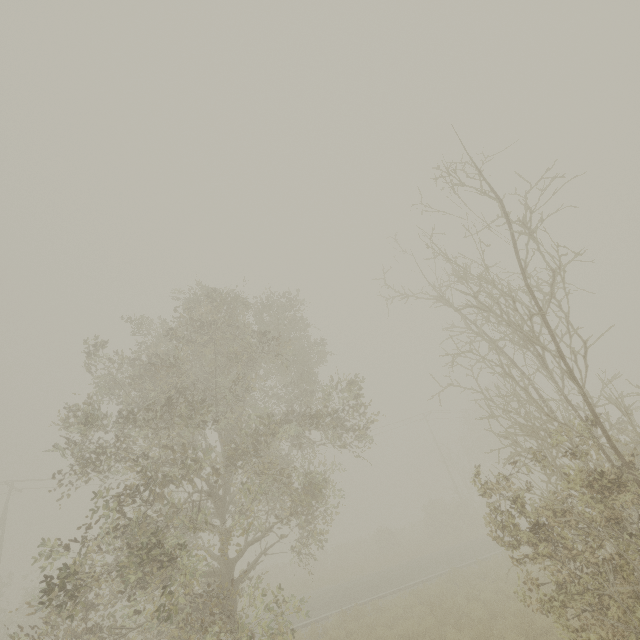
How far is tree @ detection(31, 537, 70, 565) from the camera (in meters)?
6.95

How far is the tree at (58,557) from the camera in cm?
695

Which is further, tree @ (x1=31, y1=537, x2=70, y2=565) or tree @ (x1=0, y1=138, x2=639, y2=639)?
tree @ (x1=31, y1=537, x2=70, y2=565)

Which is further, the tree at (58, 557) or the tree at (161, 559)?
the tree at (58, 557)

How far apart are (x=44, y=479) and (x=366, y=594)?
26.36m
